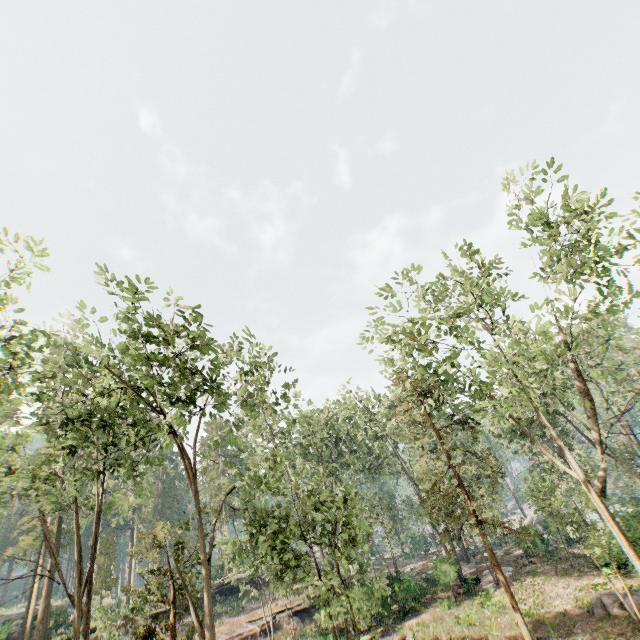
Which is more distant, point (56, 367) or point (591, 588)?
point (591, 588)

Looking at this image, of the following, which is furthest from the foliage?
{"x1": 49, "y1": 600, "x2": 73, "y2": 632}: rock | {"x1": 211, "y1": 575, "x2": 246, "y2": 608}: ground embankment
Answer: {"x1": 211, "y1": 575, "x2": 246, "y2": 608}: ground embankment

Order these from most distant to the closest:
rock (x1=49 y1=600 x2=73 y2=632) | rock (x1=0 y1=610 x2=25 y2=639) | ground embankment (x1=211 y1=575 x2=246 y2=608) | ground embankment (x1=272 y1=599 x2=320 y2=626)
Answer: ground embankment (x1=211 y1=575 x2=246 y2=608)
rock (x1=49 y1=600 x2=73 y2=632)
rock (x1=0 y1=610 x2=25 y2=639)
ground embankment (x1=272 y1=599 x2=320 y2=626)

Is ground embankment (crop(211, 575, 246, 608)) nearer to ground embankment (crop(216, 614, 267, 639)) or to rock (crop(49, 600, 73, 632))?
ground embankment (crop(216, 614, 267, 639))

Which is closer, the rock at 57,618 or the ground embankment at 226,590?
the rock at 57,618

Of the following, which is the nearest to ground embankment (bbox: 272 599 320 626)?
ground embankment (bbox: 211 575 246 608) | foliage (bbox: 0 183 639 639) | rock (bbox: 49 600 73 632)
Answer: foliage (bbox: 0 183 639 639)

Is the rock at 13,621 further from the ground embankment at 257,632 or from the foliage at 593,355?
the ground embankment at 257,632

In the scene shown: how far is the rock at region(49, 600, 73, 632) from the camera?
34.1 meters
